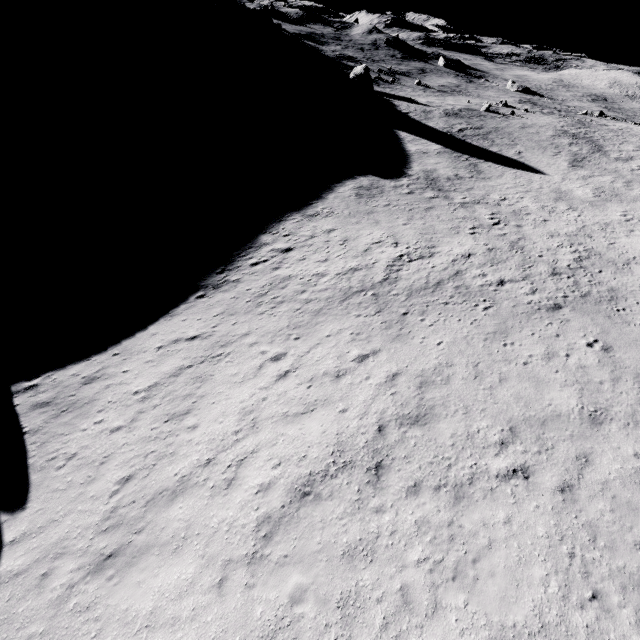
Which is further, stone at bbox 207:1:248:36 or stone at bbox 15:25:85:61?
stone at bbox 207:1:248:36

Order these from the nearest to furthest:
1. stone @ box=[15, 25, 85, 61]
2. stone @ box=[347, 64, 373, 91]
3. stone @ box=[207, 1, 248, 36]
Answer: stone @ box=[15, 25, 85, 61] < stone @ box=[207, 1, 248, 36] < stone @ box=[347, 64, 373, 91]

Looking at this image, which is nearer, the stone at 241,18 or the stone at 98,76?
the stone at 98,76

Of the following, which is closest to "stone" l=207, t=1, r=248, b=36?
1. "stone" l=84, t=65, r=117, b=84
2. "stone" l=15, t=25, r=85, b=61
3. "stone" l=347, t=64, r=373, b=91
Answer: "stone" l=347, t=64, r=373, b=91

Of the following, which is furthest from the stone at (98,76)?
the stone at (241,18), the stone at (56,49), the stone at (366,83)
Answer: the stone at (366,83)

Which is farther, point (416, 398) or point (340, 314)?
point (340, 314)

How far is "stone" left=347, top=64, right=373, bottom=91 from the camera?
56.6m

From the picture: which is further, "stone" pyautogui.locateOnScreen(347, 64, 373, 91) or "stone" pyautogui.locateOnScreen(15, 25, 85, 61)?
"stone" pyautogui.locateOnScreen(347, 64, 373, 91)
